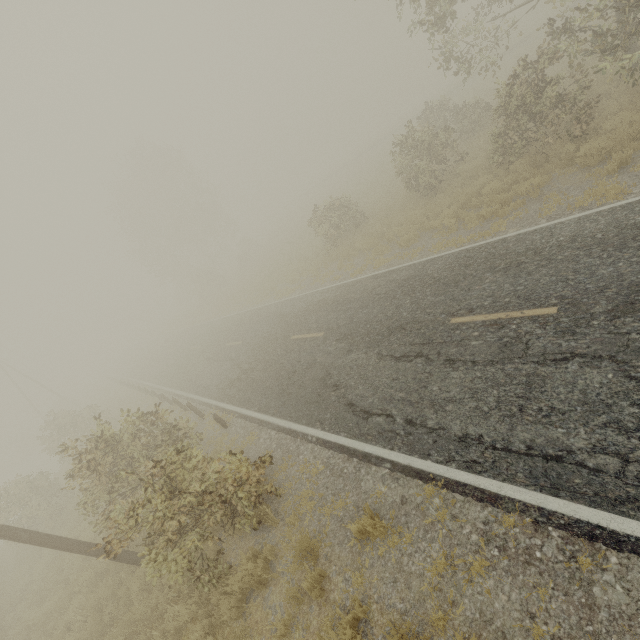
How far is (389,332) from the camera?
9.4m

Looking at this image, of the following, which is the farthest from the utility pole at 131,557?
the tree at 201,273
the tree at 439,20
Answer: the tree at 201,273

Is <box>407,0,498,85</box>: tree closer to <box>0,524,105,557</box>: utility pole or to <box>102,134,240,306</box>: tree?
<box>0,524,105,557</box>: utility pole

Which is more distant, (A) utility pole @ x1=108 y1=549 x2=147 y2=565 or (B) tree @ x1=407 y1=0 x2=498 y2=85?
(B) tree @ x1=407 y1=0 x2=498 y2=85

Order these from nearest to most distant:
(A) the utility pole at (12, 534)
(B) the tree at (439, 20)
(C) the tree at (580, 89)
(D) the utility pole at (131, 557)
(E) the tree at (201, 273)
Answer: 1. (A) the utility pole at (12, 534)
2. (D) the utility pole at (131, 557)
3. (C) the tree at (580, 89)
4. (B) the tree at (439, 20)
5. (E) the tree at (201, 273)

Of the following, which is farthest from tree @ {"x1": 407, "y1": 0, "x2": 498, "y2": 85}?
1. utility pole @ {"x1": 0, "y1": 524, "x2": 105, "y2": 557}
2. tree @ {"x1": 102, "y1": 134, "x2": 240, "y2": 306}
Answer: tree @ {"x1": 102, "y1": 134, "x2": 240, "y2": 306}
